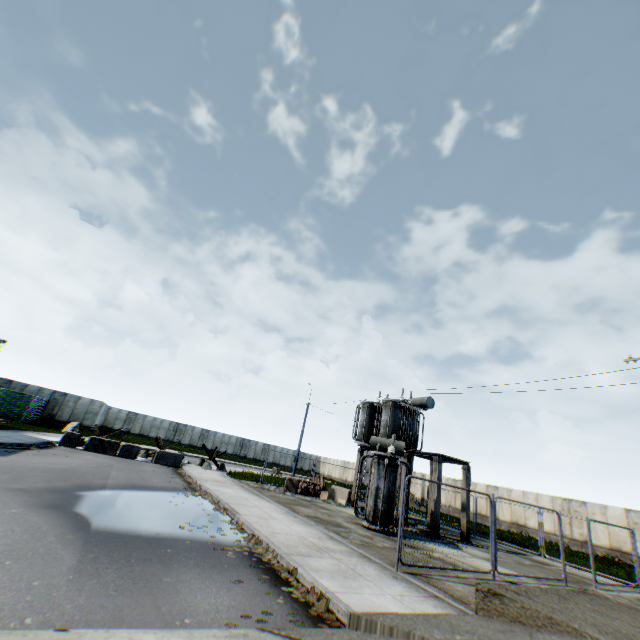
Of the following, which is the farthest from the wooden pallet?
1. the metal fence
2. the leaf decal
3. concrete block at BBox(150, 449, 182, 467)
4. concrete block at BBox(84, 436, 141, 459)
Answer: the leaf decal

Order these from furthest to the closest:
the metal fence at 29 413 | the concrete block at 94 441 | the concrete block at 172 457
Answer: the metal fence at 29 413 → the concrete block at 172 457 → the concrete block at 94 441

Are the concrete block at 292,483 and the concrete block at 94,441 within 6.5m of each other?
no

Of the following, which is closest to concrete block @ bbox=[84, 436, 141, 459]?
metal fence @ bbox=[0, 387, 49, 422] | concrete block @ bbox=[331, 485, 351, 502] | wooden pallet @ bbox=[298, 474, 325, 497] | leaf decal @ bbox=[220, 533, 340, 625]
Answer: metal fence @ bbox=[0, 387, 49, 422]

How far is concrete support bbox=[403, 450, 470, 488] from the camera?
15.90m

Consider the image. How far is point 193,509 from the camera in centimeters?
1043cm

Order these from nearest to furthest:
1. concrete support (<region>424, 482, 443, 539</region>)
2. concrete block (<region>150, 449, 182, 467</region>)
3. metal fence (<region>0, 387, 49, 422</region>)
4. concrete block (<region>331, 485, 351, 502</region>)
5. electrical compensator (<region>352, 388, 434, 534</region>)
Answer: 1. electrical compensator (<region>352, 388, 434, 534</region>)
2. concrete support (<region>424, 482, 443, 539</region>)
3. concrete block (<region>331, 485, 351, 502</region>)
4. concrete block (<region>150, 449, 182, 467</region>)
5. metal fence (<region>0, 387, 49, 422</region>)
